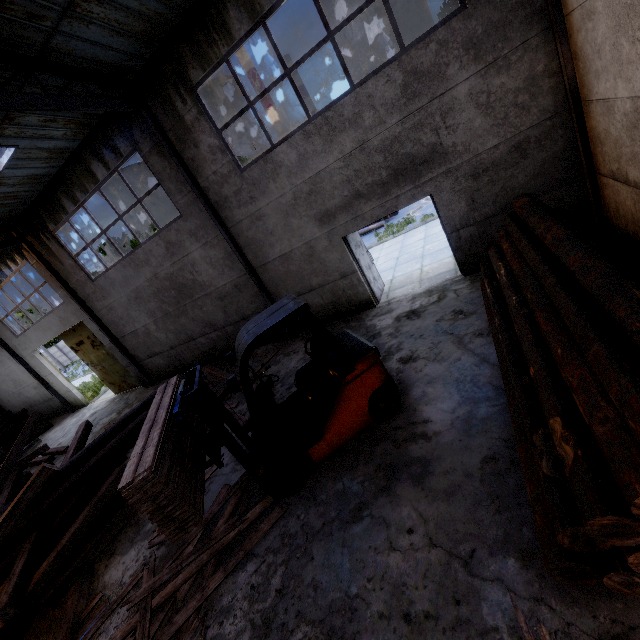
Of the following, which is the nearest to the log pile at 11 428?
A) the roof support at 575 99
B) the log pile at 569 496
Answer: the log pile at 569 496

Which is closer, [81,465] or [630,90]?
[630,90]

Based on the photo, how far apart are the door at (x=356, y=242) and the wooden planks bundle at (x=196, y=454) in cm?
527

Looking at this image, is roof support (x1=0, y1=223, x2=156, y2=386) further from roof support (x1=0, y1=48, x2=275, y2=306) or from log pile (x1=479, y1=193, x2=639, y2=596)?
log pile (x1=479, y1=193, x2=639, y2=596)

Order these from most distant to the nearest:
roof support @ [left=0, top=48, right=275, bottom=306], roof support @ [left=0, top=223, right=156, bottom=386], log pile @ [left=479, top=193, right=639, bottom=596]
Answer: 1. roof support @ [left=0, top=223, right=156, bottom=386]
2. roof support @ [left=0, top=48, right=275, bottom=306]
3. log pile @ [left=479, top=193, right=639, bottom=596]

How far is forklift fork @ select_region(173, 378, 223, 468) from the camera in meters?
4.2

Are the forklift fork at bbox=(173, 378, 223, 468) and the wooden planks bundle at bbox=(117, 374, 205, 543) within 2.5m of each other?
yes

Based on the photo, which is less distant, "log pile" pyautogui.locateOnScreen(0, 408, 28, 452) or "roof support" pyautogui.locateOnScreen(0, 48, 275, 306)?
"roof support" pyautogui.locateOnScreen(0, 48, 275, 306)
